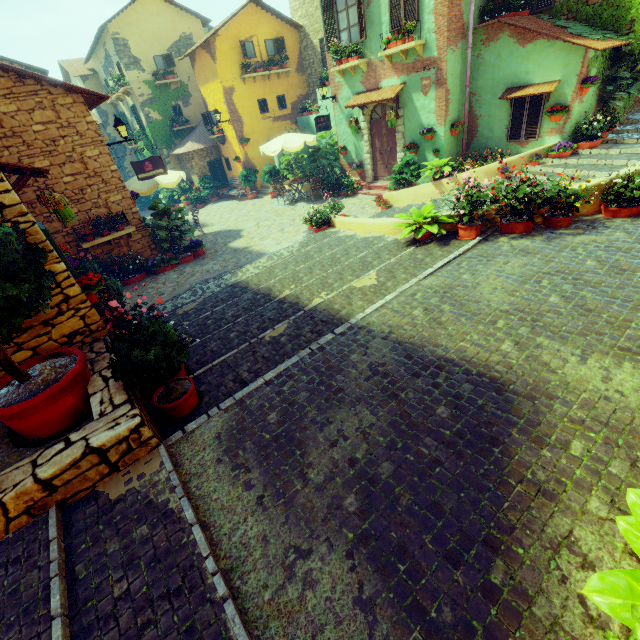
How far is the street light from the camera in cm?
931

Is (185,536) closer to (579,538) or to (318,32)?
(579,538)

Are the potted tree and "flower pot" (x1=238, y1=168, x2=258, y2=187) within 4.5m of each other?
yes

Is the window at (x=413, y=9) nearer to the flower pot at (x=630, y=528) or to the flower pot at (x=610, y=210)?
the flower pot at (x=610, y=210)

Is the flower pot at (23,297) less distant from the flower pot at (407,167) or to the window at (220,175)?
the flower pot at (407,167)

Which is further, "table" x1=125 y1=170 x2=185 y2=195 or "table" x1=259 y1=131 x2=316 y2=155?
"table" x1=259 y1=131 x2=316 y2=155

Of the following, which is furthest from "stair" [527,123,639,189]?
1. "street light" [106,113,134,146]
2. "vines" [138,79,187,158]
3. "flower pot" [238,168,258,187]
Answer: "vines" [138,79,187,158]

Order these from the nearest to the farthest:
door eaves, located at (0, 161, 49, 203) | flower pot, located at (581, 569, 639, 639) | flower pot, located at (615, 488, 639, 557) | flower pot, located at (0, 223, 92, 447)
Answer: flower pot, located at (581, 569, 639, 639)
flower pot, located at (615, 488, 639, 557)
flower pot, located at (0, 223, 92, 447)
door eaves, located at (0, 161, 49, 203)
